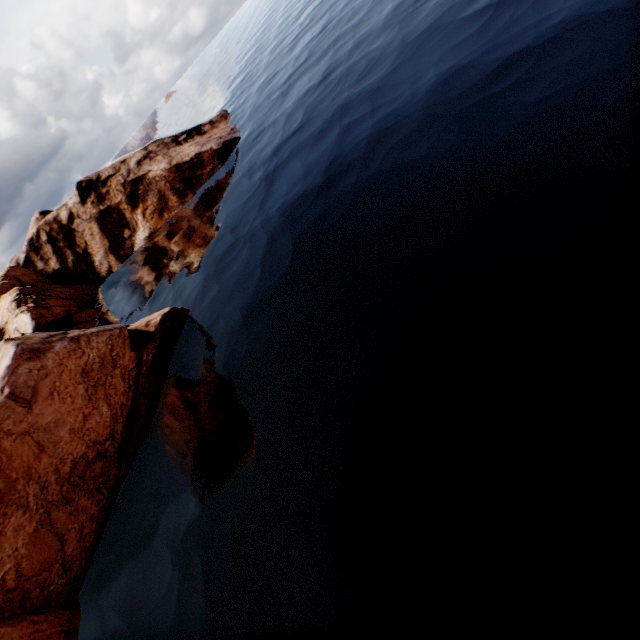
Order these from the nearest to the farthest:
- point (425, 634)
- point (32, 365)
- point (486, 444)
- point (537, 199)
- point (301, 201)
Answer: point (425, 634) < point (486, 444) < point (537, 199) < point (32, 365) < point (301, 201)
